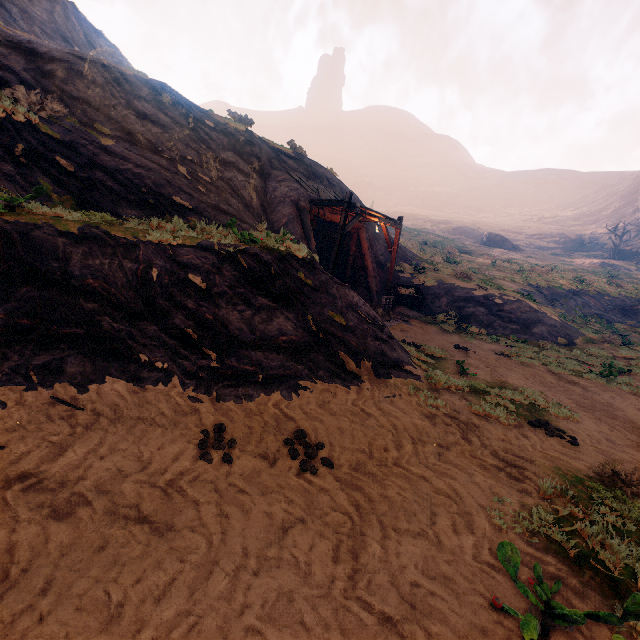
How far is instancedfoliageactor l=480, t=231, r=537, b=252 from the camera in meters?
55.0

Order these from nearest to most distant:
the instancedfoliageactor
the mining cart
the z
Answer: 1. the z
2. the mining cart
3. the instancedfoliageactor

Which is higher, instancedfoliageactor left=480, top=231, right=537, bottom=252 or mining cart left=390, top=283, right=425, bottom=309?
instancedfoliageactor left=480, top=231, right=537, bottom=252

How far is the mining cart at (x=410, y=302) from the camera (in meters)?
16.48

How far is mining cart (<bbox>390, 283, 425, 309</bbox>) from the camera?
16.5m

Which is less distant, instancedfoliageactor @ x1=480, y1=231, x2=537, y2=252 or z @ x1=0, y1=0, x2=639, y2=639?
z @ x1=0, y1=0, x2=639, y2=639

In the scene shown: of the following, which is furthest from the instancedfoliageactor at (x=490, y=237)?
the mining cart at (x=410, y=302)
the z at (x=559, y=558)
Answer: the mining cart at (x=410, y=302)

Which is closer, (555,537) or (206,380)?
(555,537)
